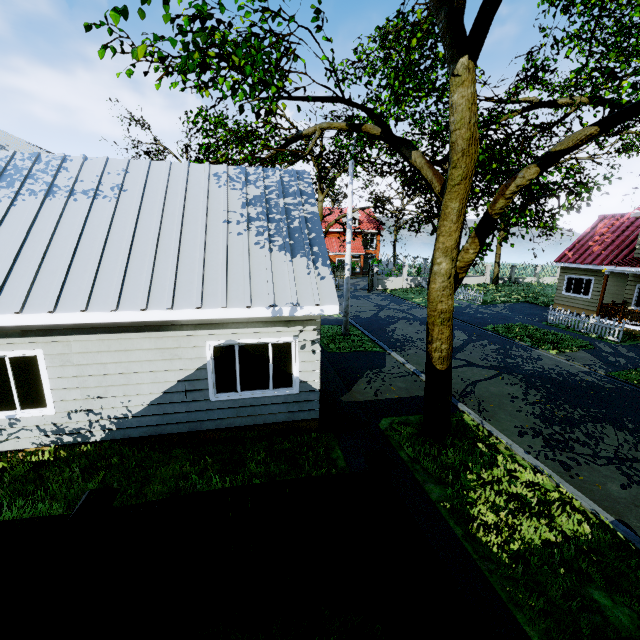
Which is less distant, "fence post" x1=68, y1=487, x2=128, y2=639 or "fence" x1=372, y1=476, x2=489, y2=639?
"fence" x1=372, y1=476, x2=489, y2=639

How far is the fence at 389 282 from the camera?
32.7 meters

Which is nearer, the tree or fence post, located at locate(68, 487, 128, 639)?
fence post, located at locate(68, 487, 128, 639)

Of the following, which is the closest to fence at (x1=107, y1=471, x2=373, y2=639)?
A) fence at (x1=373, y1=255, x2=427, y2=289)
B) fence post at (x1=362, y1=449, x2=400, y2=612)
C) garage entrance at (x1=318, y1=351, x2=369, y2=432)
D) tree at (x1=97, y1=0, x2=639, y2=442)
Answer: fence post at (x1=362, y1=449, x2=400, y2=612)

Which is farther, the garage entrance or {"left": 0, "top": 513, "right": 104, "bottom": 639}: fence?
the garage entrance

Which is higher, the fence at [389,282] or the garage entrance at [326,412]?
the fence at [389,282]

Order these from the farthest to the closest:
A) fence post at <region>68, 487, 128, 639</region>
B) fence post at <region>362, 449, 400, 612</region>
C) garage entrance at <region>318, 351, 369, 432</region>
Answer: garage entrance at <region>318, 351, 369, 432</region>, fence post at <region>362, 449, 400, 612</region>, fence post at <region>68, 487, 128, 639</region>

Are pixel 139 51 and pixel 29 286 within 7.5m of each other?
yes
